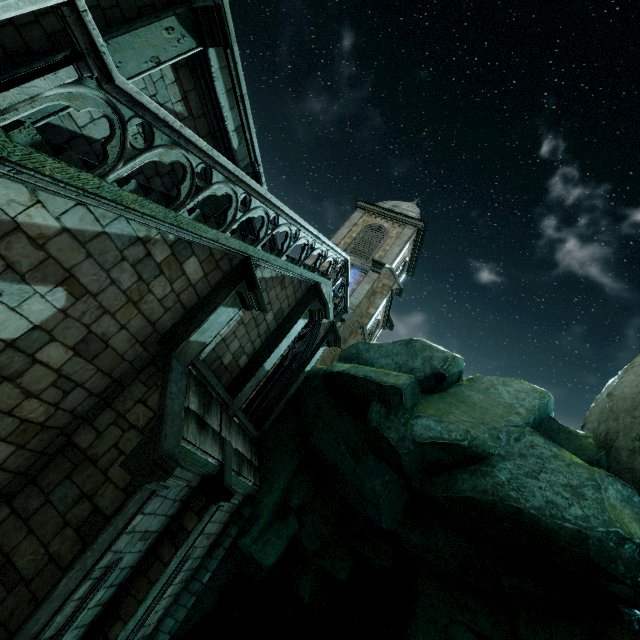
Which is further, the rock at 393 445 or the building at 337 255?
the rock at 393 445

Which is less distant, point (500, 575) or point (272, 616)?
point (500, 575)

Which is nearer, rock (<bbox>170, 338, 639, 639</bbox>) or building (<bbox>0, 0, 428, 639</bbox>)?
building (<bbox>0, 0, 428, 639</bbox>)
